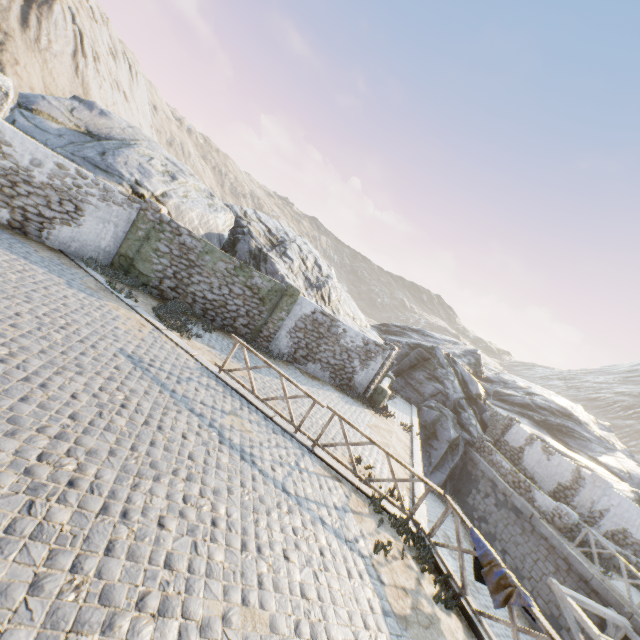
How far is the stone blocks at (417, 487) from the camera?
9.12m

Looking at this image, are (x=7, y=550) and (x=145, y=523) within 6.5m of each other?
yes

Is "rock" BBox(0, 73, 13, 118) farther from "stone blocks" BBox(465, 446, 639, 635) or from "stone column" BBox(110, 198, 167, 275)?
"stone column" BBox(110, 198, 167, 275)

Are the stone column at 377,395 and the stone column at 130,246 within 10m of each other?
no

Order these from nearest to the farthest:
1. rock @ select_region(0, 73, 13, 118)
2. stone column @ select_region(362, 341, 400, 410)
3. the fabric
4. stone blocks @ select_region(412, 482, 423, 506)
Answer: the fabric → stone blocks @ select_region(412, 482, 423, 506) → rock @ select_region(0, 73, 13, 118) → stone column @ select_region(362, 341, 400, 410)

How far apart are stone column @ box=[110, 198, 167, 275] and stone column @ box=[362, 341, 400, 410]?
11.38m

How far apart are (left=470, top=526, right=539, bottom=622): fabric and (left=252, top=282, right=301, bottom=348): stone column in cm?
985

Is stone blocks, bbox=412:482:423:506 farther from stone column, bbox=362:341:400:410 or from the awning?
stone column, bbox=362:341:400:410
